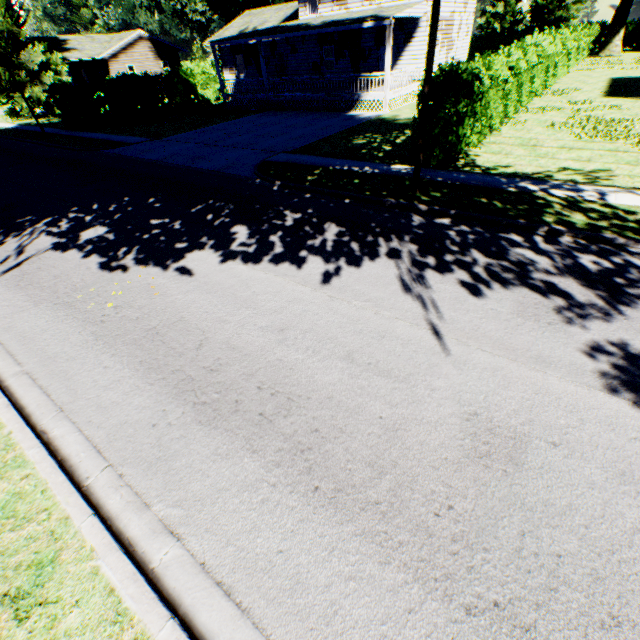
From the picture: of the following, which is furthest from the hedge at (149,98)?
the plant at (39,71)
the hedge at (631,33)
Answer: the hedge at (631,33)

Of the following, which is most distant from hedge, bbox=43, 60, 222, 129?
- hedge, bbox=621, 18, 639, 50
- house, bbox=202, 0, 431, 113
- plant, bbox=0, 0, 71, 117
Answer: hedge, bbox=621, 18, 639, 50

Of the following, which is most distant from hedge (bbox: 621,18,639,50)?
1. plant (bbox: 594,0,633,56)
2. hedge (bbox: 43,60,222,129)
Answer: hedge (bbox: 43,60,222,129)

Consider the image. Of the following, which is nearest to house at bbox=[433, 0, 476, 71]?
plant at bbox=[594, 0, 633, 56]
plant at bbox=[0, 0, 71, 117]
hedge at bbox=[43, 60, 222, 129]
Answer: plant at bbox=[0, 0, 71, 117]

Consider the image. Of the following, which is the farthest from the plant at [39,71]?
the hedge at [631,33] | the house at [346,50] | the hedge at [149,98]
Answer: the hedge at [631,33]

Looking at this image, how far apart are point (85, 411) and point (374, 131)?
17.41m

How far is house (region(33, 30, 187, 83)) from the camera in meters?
37.1

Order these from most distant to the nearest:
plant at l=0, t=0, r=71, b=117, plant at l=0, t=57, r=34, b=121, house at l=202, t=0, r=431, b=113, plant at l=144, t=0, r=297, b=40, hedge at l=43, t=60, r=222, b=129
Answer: plant at l=144, t=0, r=297, b=40
plant at l=0, t=57, r=34, b=121
plant at l=0, t=0, r=71, b=117
hedge at l=43, t=60, r=222, b=129
house at l=202, t=0, r=431, b=113
